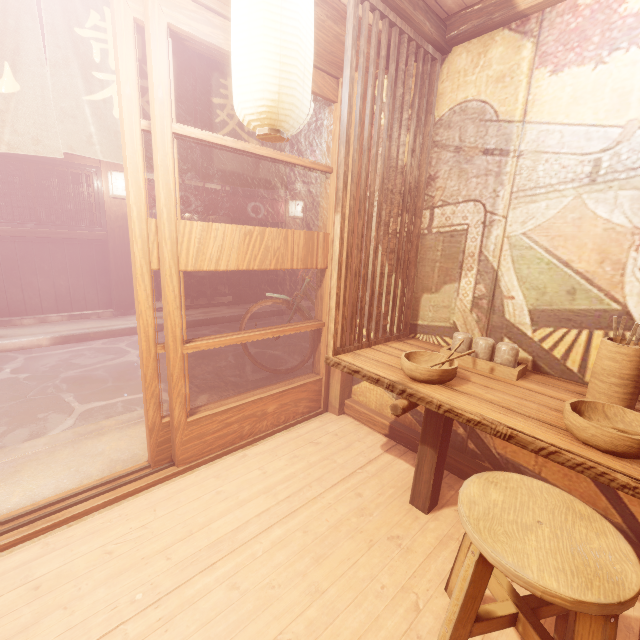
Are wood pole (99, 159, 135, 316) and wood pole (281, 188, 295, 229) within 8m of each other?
yes

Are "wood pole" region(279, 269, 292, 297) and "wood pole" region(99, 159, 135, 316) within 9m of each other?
yes

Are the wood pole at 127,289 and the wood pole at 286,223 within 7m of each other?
yes

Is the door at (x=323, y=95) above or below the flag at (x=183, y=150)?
above

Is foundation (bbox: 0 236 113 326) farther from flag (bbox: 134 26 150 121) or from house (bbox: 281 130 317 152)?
flag (bbox: 134 26 150 121)

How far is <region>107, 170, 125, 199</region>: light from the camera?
10.2m

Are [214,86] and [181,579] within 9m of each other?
yes

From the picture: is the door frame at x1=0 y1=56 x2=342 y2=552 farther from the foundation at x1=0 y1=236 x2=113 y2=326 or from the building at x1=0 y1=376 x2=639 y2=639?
the foundation at x1=0 y1=236 x2=113 y2=326
